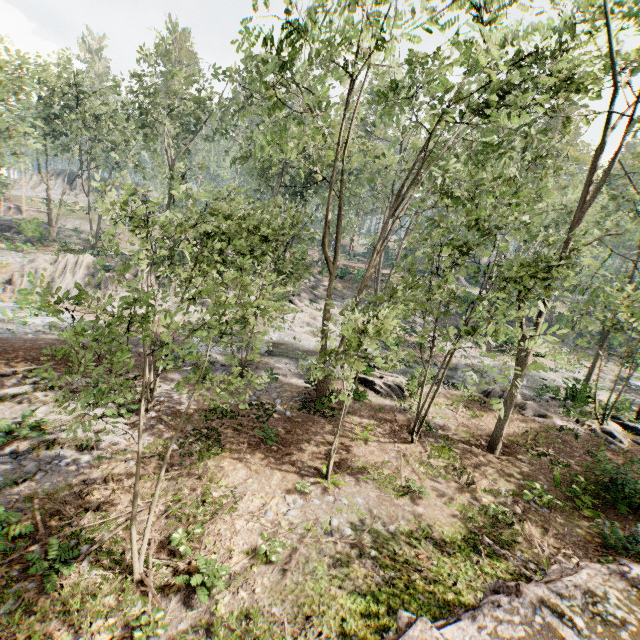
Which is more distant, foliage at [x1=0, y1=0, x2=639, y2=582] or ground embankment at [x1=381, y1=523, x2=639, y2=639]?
foliage at [x1=0, y1=0, x2=639, y2=582]

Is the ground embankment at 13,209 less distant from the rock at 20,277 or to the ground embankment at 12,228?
the ground embankment at 12,228

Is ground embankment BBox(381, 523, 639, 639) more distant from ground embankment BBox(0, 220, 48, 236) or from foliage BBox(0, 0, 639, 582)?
ground embankment BBox(0, 220, 48, 236)

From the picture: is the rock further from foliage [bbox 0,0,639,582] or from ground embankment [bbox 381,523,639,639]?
ground embankment [bbox 381,523,639,639]

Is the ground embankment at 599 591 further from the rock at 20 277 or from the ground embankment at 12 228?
the ground embankment at 12 228

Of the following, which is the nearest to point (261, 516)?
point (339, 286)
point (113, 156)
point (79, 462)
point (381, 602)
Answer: point (381, 602)

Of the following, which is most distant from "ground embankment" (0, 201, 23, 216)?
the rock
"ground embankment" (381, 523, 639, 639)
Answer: "ground embankment" (381, 523, 639, 639)
